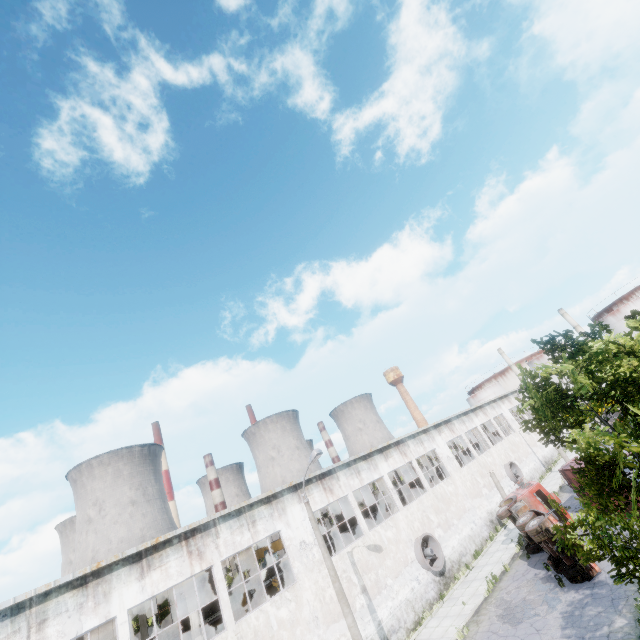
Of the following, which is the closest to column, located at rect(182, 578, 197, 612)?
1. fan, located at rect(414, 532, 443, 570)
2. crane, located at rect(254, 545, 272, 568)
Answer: crane, located at rect(254, 545, 272, 568)

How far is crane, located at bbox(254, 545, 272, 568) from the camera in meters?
24.9 m

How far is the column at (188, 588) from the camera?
16.6 meters

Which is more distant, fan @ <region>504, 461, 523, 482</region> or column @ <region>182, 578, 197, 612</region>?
fan @ <region>504, 461, 523, 482</region>

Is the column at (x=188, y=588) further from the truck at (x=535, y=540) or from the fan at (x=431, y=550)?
the truck at (x=535, y=540)

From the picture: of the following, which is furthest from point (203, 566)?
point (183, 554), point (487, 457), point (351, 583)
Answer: point (487, 457)

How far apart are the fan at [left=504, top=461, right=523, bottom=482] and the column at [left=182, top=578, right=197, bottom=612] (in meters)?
31.19

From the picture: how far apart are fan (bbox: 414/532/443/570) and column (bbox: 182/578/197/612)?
13.3 meters
